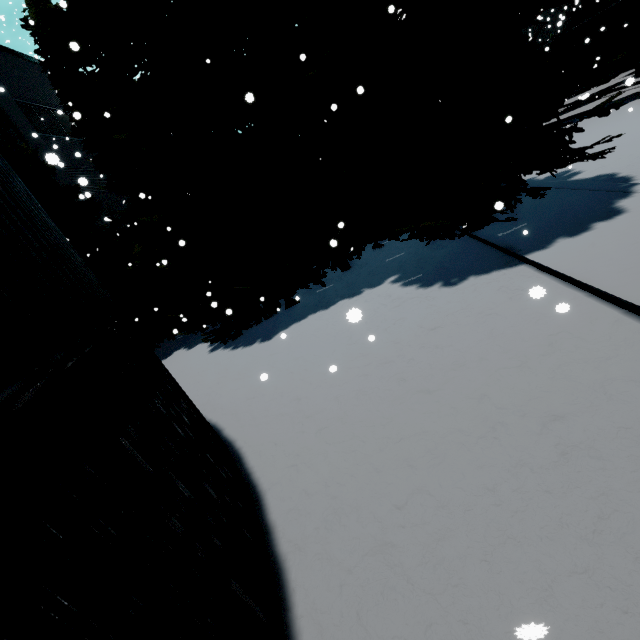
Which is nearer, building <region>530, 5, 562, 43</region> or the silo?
the silo

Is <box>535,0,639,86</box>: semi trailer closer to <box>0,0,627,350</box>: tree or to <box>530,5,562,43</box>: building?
<box>0,0,627,350</box>: tree

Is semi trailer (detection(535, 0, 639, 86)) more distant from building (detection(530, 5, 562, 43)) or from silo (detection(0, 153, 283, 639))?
building (detection(530, 5, 562, 43))

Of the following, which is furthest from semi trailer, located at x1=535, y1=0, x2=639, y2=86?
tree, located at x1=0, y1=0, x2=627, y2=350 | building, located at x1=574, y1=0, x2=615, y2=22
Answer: building, located at x1=574, y1=0, x2=615, y2=22

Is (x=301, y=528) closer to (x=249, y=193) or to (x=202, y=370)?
(x=202, y=370)

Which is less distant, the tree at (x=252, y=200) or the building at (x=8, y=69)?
the tree at (x=252, y=200)

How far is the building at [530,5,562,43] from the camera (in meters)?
26.50

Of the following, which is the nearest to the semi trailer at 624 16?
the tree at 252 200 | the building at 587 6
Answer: the tree at 252 200
